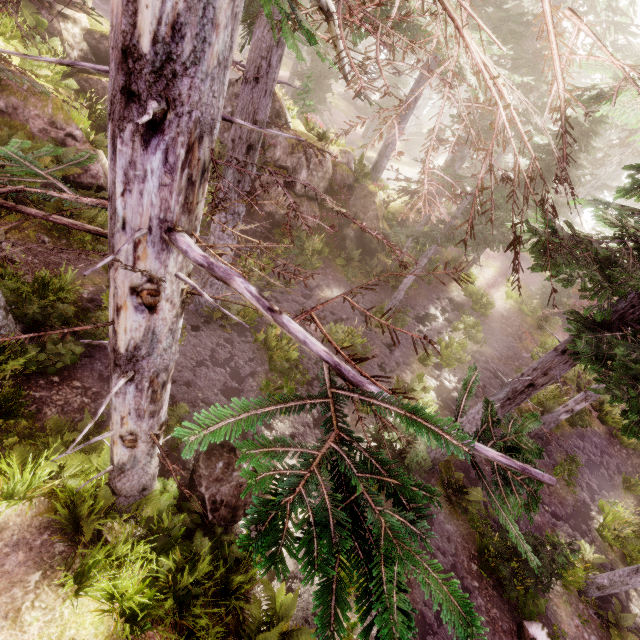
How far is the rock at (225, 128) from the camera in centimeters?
1577cm

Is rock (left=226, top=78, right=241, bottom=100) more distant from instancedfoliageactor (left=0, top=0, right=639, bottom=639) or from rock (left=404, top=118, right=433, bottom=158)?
rock (left=404, top=118, right=433, bottom=158)

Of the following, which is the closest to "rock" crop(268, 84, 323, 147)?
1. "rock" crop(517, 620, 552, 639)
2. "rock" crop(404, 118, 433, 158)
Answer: "rock" crop(517, 620, 552, 639)

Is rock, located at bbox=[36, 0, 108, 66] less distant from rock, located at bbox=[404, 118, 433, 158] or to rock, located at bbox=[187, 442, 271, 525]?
rock, located at bbox=[187, 442, 271, 525]

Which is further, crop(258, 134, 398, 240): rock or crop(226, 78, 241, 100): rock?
crop(258, 134, 398, 240): rock

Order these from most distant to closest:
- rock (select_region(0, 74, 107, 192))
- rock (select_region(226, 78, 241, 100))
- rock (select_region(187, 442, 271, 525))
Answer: rock (select_region(226, 78, 241, 100)), rock (select_region(0, 74, 107, 192)), rock (select_region(187, 442, 271, 525))

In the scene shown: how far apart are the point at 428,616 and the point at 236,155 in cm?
1251

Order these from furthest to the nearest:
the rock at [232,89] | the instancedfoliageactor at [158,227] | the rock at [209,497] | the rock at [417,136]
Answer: the rock at [417,136]
the rock at [232,89]
the rock at [209,497]
the instancedfoliageactor at [158,227]
